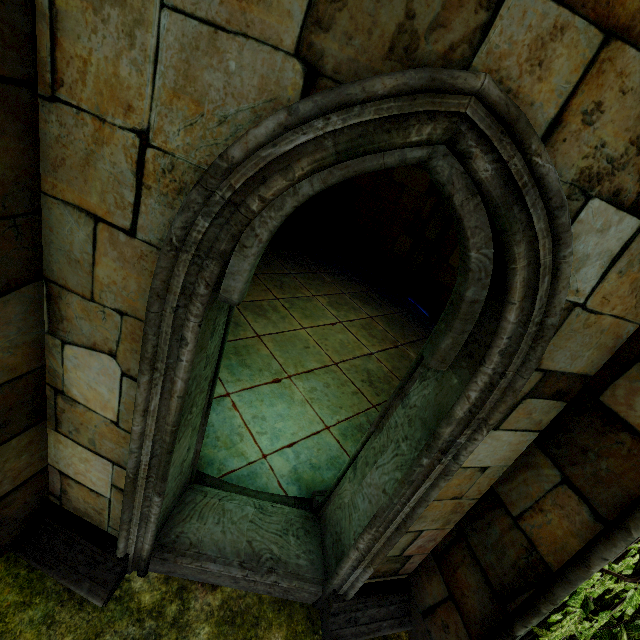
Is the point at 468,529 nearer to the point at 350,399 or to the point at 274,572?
the point at 274,572
